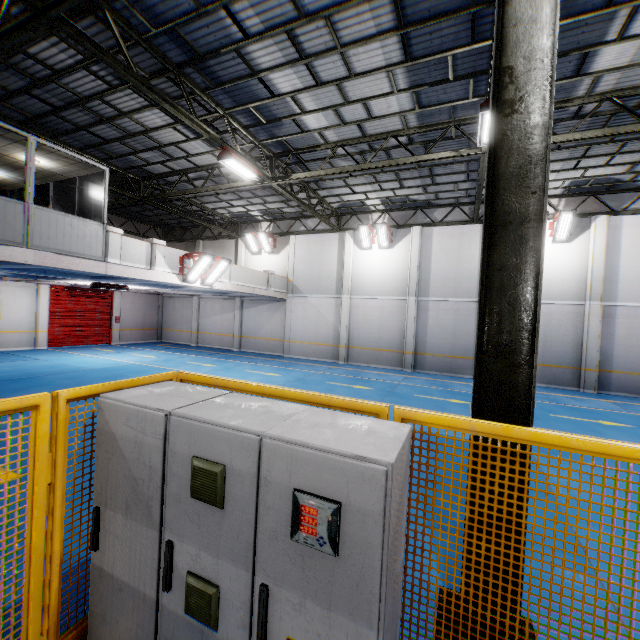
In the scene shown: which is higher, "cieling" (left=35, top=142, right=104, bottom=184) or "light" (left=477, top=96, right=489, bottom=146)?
"light" (left=477, top=96, right=489, bottom=146)

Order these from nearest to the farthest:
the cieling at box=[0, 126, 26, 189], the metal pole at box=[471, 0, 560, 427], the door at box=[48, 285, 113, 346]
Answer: the metal pole at box=[471, 0, 560, 427], the cieling at box=[0, 126, 26, 189], the door at box=[48, 285, 113, 346]

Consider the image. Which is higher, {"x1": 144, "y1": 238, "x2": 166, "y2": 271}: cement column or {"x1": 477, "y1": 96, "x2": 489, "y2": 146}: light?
{"x1": 477, "y1": 96, "x2": 489, "y2": 146}: light

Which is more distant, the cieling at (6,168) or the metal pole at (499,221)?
the cieling at (6,168)

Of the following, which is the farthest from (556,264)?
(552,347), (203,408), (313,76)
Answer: (203,408)

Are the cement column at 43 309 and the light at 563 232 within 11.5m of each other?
no

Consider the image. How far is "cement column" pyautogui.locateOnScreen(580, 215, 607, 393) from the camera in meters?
14.3

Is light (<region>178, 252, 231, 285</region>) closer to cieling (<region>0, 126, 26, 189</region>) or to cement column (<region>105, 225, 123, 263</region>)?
cement column (<region>105, 225, 123, 263</region>)
